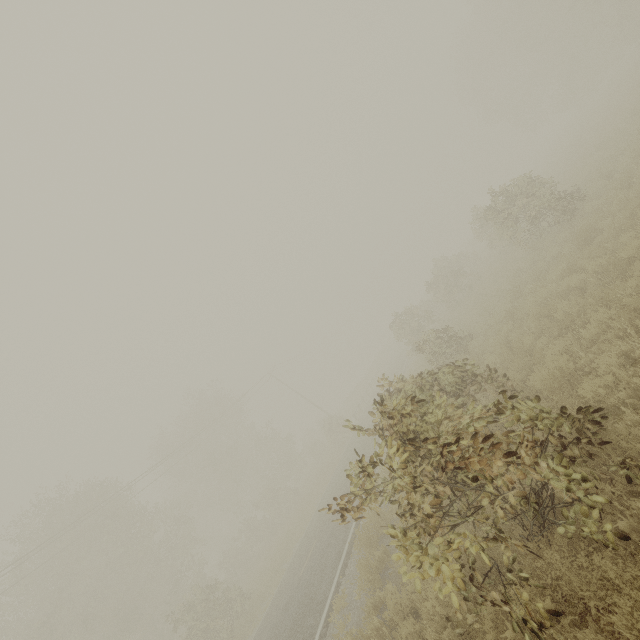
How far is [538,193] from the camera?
13.19m
